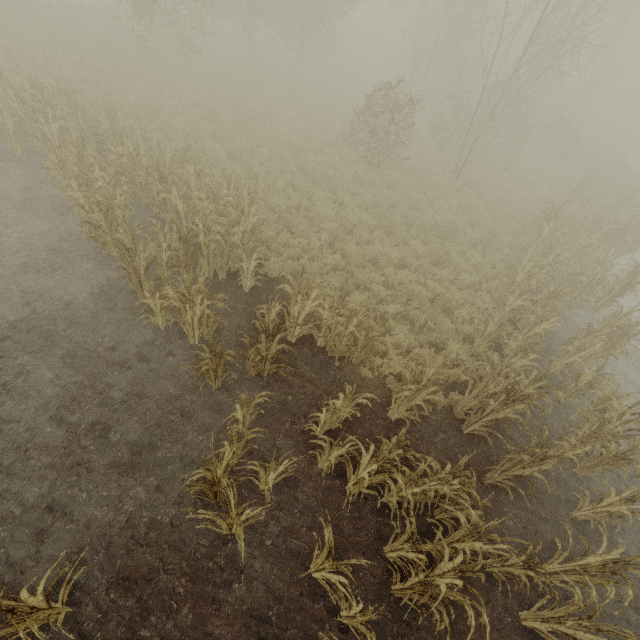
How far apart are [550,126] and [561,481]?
13.5m

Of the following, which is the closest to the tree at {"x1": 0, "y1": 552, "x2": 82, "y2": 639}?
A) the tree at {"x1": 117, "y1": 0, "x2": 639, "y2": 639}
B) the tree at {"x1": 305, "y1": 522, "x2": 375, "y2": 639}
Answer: the tree at {"x1": 305, "y1": 522, "x2": 375, "y2": 639}

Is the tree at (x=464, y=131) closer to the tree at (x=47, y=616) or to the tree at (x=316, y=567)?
the tree at (x=316, y=567)

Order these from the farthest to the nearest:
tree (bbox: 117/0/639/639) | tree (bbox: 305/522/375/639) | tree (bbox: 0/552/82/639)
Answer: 1. tree (bbox: 117/0/639/639)
2. tree (bbox: 305/522/375/639)
3. tree (bbox: 0/552/82/639)

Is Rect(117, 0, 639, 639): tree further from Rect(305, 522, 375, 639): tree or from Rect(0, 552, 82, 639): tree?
Rect(0, 552, 82, 639): tree
